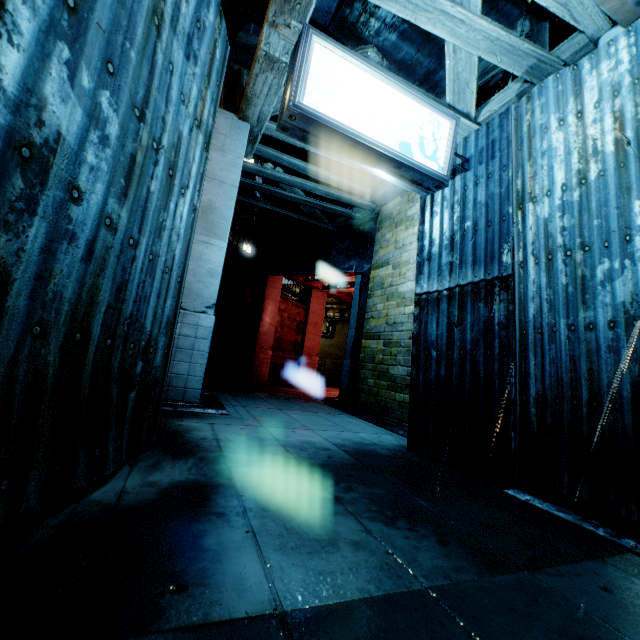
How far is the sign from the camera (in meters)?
4.00

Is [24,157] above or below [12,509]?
above

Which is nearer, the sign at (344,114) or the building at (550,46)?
the building at (550,46)

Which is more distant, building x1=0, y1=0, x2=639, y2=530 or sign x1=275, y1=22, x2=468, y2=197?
sign x1=275, y1=22, x2=468, y2=197

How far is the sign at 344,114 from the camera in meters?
4.0
